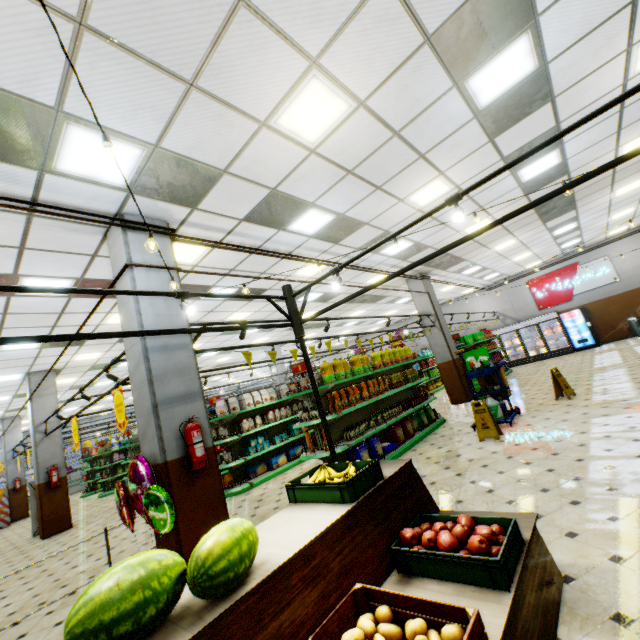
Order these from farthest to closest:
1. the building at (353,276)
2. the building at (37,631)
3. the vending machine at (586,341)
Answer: the vending machine at (586,341) < the building at (353,276) < the building at (37,631)

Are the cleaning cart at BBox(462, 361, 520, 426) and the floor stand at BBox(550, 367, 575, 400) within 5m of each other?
yes

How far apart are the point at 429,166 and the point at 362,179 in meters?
1.3 m

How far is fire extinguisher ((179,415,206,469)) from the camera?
3.9m

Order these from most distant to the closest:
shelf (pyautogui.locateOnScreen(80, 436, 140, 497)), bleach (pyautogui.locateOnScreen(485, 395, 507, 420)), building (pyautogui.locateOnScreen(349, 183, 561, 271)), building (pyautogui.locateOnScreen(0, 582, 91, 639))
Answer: shelf (pyautogui.locateOnScreen(80, 436, 140, 497)), building (pyautogui.locateOnScreen(349, 183, 561, 271)), bleach (pyautogui.locateOnScreen(485, 395, 507, 420)), building (pyautogui.locateOnScreen(0, 582, 91, 639))

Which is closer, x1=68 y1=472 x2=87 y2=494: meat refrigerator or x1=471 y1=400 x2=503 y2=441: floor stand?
x1=471 y1=400 x2=503 y2=441: floor stand

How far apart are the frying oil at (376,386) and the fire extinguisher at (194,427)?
4.7 meters

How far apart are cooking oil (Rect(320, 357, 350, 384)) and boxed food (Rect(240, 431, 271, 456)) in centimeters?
338cm
